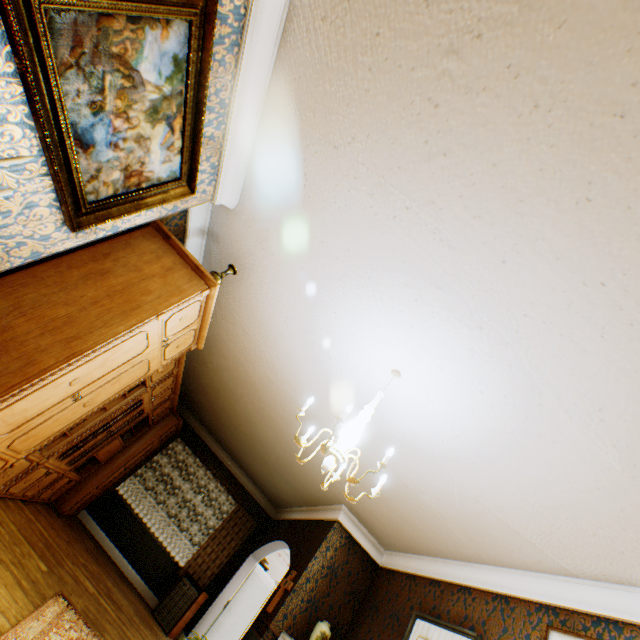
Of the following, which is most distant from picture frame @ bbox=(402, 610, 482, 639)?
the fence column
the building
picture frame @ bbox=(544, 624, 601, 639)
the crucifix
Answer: the fence column

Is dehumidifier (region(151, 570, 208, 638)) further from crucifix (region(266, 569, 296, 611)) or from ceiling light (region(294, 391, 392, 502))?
ceiling light (region(294, 391, 392, 502))

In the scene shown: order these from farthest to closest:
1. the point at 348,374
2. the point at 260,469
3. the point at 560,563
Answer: the point at 260,469
the point at 348,374
the point at 560,563

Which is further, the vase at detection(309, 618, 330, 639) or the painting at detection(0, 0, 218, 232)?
the vase at detection(309, 618, 330, 639)

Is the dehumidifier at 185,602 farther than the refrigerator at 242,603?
No

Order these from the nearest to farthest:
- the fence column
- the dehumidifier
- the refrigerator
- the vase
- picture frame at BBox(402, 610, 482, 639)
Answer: picture frame at BBox(402, 610, 482, 639) < the vase < the dehumidifier < the refrigerator < the fence column

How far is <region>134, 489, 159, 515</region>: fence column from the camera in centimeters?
2041cm

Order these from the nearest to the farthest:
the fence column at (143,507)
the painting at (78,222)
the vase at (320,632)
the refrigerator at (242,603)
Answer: the painting at (78,222), the vase at (320,632), the refrigerator at (242,603), the fence column at (143,507)
